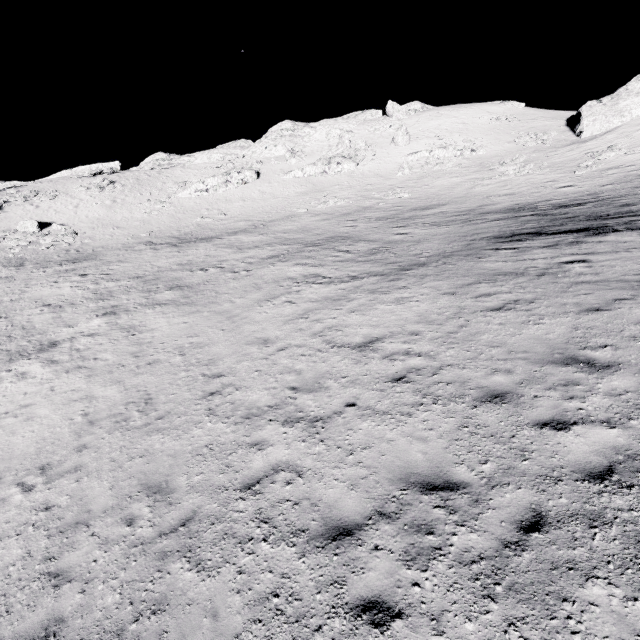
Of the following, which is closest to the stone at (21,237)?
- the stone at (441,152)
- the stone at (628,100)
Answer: the stone at (441,152)

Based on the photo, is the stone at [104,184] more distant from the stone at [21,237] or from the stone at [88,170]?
the stone at [88,170]

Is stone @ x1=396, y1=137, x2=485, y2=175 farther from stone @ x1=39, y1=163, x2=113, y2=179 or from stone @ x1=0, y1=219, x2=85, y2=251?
stone @ x1=0, y1=219, x2=85, y2=251

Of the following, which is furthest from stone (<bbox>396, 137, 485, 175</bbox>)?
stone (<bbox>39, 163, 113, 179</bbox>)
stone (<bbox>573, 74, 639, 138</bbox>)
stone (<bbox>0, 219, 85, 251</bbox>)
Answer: stone (<bbox>0, 219, 85, 251</bbox>)

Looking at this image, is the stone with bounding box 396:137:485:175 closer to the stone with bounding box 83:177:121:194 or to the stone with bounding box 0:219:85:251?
the stone with bounding box 83:177:121:194

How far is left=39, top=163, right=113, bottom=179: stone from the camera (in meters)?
51.25

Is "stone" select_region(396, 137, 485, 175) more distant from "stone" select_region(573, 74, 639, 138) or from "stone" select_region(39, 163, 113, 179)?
"stone" select_region(39, 163, 113, 179)

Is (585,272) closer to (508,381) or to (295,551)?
(508,381)
